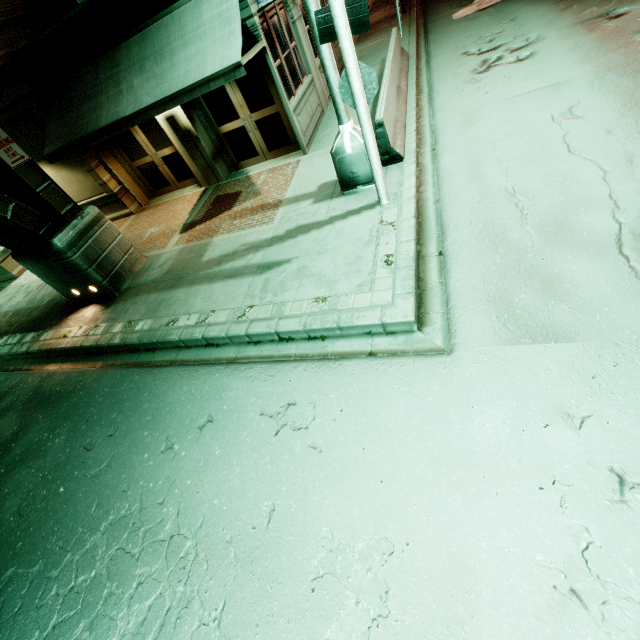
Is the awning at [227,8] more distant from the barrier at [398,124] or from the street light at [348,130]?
the barrier at [398,124]

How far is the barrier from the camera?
6.9m

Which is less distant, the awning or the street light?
the street light

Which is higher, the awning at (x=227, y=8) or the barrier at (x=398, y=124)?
the awning at (x=227, y=8)

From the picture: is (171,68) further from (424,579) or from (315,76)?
(424,579)

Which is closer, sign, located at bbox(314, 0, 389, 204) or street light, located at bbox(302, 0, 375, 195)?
sign, located at bbox(314, 0, 389, 204)

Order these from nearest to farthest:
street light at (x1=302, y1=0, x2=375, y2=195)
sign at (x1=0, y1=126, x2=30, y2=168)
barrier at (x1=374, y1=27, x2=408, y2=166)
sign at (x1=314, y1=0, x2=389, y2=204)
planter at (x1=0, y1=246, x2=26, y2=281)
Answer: sign at (x1=314, y1=0, x2=389, y2=204) < street light at (x1=302, y1=0, x2=375, y2=195) < sign at (x1=0, y1=126, x2=30, y2=168) < barrier at (x1=374, y1=27, x2=408, y2=166) < planter at (x1=0, y1=246, x2=26, y2=281)

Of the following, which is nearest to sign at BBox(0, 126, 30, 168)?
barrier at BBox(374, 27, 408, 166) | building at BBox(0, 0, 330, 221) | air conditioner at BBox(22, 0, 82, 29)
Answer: building at BBox(0, 0, 330, 221)
